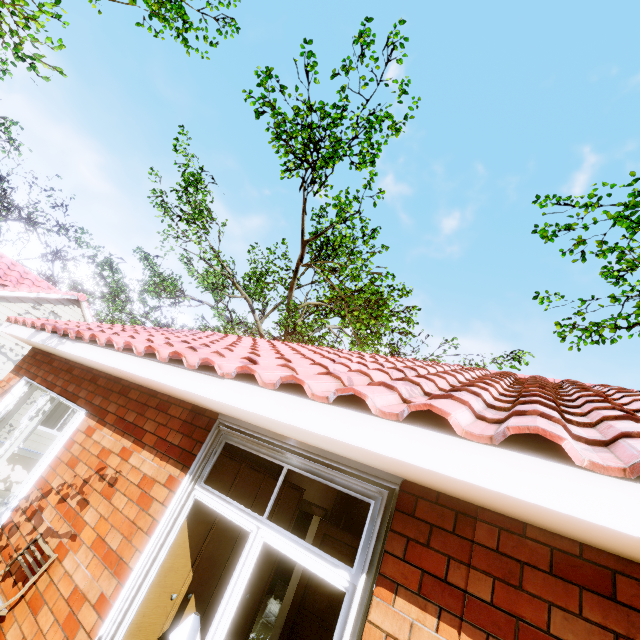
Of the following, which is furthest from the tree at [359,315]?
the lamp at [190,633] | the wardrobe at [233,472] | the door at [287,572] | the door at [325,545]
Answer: the lamp at [190,633]

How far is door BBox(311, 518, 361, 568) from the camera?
5.5m

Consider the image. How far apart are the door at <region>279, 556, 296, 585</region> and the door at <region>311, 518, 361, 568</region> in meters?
4.9 m

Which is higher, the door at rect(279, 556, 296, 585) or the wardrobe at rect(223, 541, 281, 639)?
the wardrobe at rect(223, 541, 281, 639)

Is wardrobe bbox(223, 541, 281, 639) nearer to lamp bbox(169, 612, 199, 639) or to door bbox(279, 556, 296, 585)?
lamp bbox(169, 612, 199, 639)

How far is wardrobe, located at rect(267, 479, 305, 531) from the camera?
4.27m

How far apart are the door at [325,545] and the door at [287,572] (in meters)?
4.91

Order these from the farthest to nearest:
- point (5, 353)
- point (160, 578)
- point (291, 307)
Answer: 1. point (291, 307)
2. point (5, 353)
3. point (160, 578)
